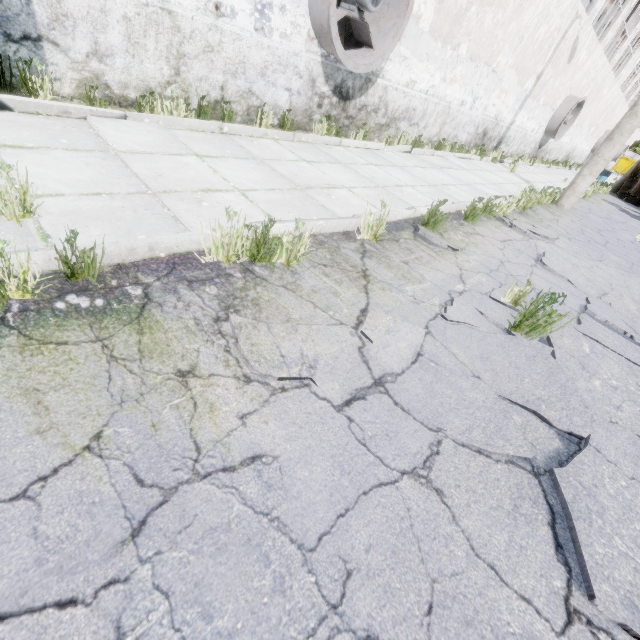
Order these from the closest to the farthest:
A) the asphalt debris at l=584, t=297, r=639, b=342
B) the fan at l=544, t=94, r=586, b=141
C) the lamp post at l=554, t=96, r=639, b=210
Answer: the asphalt debris at l=584, t=297, r=639, b=342 → the lamp post at l=554, t=96, r=639, b=210 → the fan at l=544, t=94, r=586, b=141

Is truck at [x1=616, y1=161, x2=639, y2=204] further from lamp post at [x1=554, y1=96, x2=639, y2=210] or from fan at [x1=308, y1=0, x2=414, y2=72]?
fan at [x1=308, y1=0, x2=414, y2=72]

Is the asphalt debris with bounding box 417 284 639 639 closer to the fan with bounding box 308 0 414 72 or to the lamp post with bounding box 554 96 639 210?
the fan with bounding box 308 0 414 72

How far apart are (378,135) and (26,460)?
9.99m

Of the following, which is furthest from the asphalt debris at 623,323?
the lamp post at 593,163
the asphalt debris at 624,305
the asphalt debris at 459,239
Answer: the lamp post at 593,163

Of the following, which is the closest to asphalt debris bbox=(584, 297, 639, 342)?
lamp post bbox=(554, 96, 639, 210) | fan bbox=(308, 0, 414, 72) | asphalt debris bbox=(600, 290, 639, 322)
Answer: asphalt debris bbox=(600, 290, 639, 322)

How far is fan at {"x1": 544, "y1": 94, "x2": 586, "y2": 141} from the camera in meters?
16.6

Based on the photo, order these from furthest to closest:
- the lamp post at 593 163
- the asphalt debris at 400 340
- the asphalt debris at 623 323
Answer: the lamp post at 593 163, the asphalt debris at 623 323, the asphalt debris at 400 340
